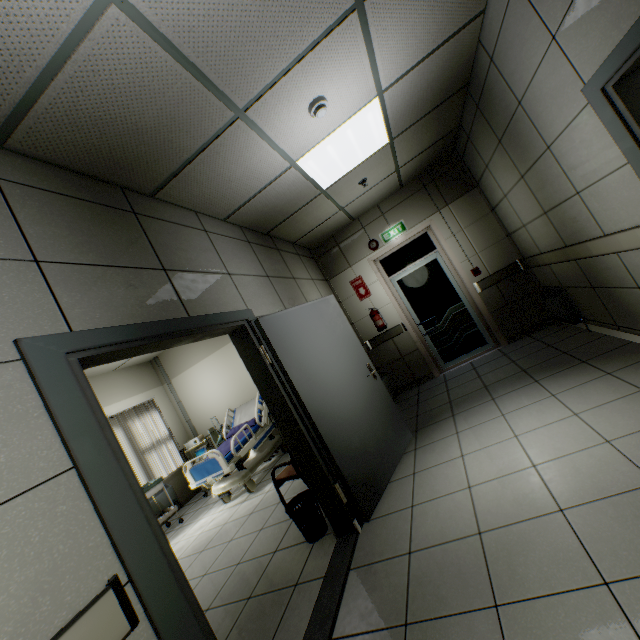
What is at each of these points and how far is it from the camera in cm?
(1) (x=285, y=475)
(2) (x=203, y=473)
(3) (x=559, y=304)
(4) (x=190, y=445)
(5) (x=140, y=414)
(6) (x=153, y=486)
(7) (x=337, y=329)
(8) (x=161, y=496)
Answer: (1) chair, 369
(2) bed, 506
(3) radiator, 435
(4) artificialrespiration, 662
(5) blinds, 698
(6) table, 562
(7) door, 380
(8) radiator, 644

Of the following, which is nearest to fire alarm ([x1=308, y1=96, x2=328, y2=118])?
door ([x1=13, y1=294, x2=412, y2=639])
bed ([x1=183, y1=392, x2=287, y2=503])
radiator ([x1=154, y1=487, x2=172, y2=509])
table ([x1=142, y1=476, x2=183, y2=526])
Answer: door ([x1=13, y1=294, x2=412, y2=639])

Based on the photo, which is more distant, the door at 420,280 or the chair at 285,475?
the door at 420,280

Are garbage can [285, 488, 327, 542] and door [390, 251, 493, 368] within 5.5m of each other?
yes

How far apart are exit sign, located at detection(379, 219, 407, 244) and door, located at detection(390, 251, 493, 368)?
0.6m

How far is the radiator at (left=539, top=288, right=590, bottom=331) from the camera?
4.2 meters

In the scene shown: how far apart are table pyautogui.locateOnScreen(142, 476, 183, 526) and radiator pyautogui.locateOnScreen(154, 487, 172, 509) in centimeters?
21cm

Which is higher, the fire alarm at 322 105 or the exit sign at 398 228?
the fire alarm at 322 105
